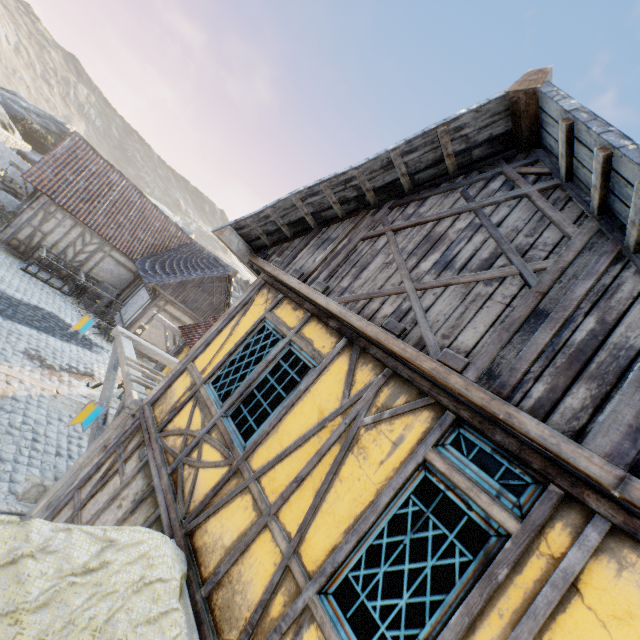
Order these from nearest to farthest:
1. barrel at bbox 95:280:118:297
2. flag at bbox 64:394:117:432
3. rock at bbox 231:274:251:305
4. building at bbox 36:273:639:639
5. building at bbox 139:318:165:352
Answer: building at bbox 36:273:639:639 → flag at bbox 64:394:117:432 → building at bbox 139:318:165:352 → barrel at bbox 95:280:118:297 → rock at bbox 231:274:251:305

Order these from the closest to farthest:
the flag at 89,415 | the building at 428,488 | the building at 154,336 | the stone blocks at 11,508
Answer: the building at 428,488 < the flag at 89,415 < the stone blocks at 11,508 < the building at 154,336

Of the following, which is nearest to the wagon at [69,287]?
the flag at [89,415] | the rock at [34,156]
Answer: the rock at [34,156]

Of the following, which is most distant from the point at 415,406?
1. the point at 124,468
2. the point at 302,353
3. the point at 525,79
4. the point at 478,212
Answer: the point at 124,468

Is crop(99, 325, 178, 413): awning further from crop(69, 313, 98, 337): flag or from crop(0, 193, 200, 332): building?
crop(0, 193, 200, 332): building

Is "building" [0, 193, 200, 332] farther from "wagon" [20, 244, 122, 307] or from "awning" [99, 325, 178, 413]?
"awning" [99, 325, 178, 413]

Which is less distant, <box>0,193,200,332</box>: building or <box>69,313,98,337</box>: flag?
<box>69,313,98,337</box>: flag
